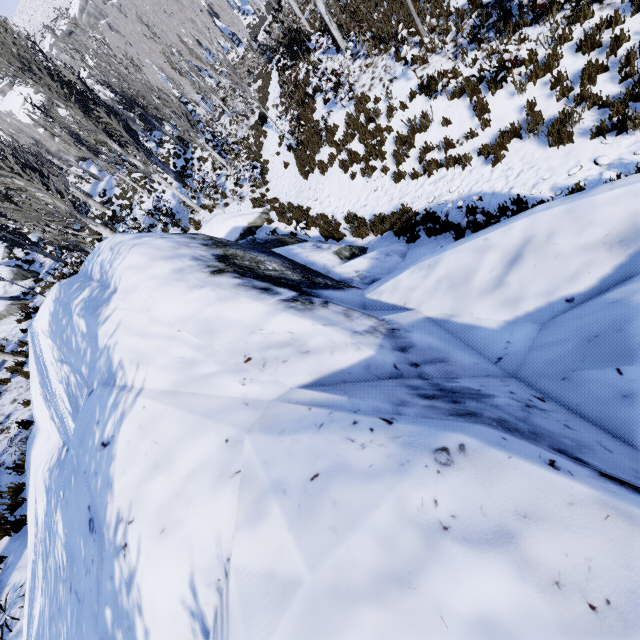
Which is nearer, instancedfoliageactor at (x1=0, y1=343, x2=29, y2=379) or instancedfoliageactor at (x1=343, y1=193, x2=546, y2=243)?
instancedfoliageactor at (x1=343, y1=193, x2=546, y2=243)

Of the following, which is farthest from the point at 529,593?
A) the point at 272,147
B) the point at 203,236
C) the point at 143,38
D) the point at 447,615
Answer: the point at 143,38

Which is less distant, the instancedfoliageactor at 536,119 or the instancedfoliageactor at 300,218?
the instancedfoliageactor at 536,119

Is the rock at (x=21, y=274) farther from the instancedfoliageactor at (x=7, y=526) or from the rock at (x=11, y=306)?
the rock at (x=11, y=306)

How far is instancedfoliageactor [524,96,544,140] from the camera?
6.5m

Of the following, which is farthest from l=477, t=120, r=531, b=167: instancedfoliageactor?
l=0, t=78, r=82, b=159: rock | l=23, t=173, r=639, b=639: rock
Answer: l=0, t=78, r=82, b=159: rock
